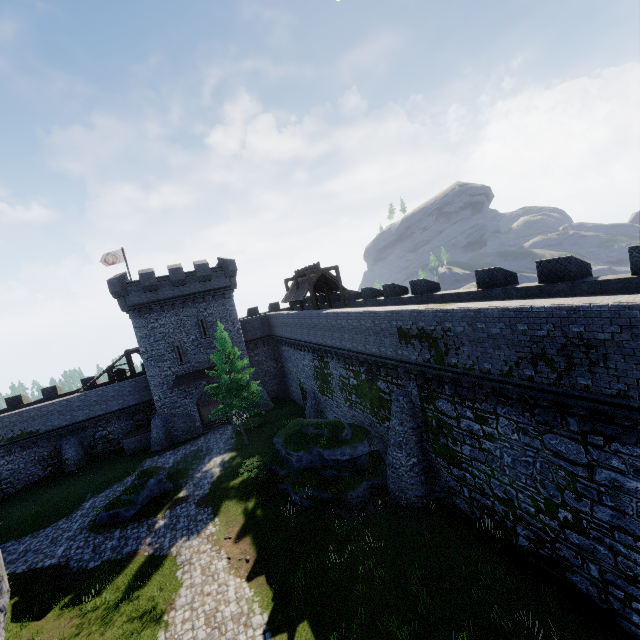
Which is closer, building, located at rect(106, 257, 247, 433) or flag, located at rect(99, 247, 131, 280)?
building, located at rect(106, 257, 247, 433)

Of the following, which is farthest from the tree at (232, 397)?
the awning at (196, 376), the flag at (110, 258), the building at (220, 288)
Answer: the flag at (110, 258)

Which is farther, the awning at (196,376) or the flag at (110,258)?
the flag at (110,258)

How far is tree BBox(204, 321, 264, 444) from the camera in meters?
25.6

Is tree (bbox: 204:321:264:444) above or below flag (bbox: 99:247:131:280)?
below

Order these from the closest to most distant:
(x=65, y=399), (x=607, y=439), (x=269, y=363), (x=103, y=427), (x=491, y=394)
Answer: (x=607, y=439) → (x=491, y=394) → (x=65, y=399) → (x=103, y=427) → (x=269, y=363)

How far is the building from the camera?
30.7 meters

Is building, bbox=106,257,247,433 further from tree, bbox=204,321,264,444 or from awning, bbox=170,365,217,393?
tree, bbox=204,321,264,444
